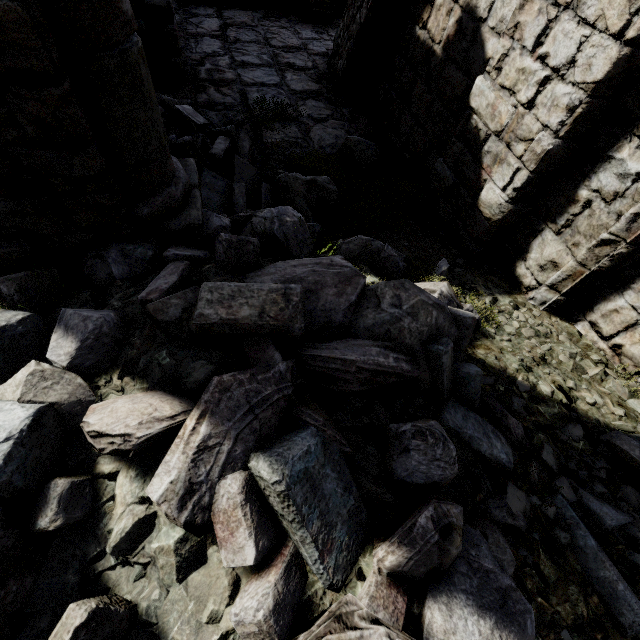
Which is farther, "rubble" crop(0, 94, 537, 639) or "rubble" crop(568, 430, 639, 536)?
"rubble" crop(568, 430, 639, 536)

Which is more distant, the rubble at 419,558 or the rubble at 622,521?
the rubble at 622,521

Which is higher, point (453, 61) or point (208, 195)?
point (453, 61)
